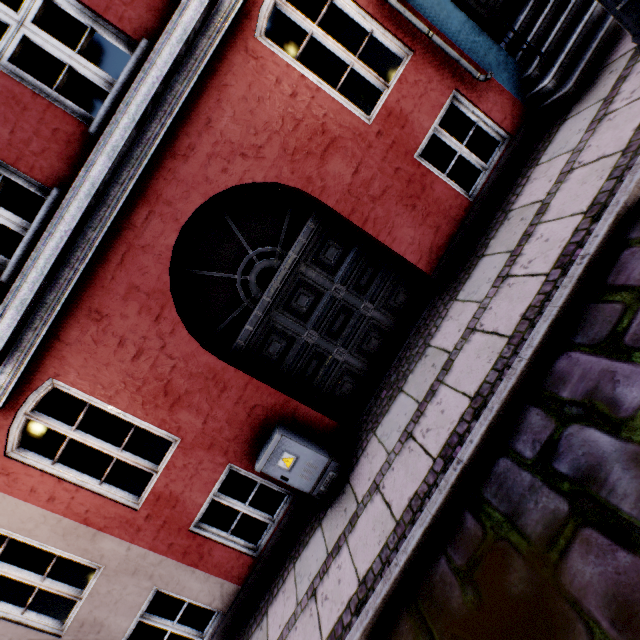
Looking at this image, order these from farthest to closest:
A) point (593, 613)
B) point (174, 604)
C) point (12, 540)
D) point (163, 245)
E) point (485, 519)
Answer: point (12, 540), point (174, 604), point (163, 245), point (485, 519), point (593, 613)

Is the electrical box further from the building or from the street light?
the street light

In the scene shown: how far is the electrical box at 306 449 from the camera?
4.05m

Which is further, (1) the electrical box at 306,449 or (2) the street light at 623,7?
(1) the electrical box at 306,449

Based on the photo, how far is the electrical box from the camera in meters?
4.0

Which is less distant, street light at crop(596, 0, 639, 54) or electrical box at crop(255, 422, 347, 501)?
street light at crop(596, 0, 639, 54)
